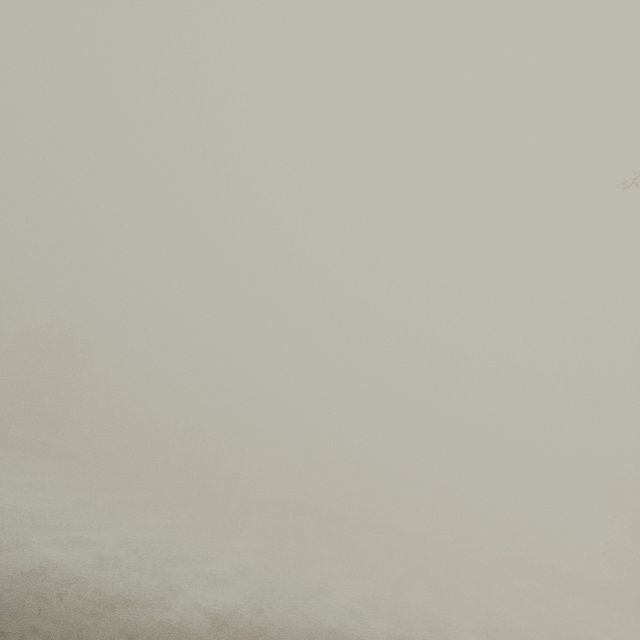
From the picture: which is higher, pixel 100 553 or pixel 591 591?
pixel 591 591
